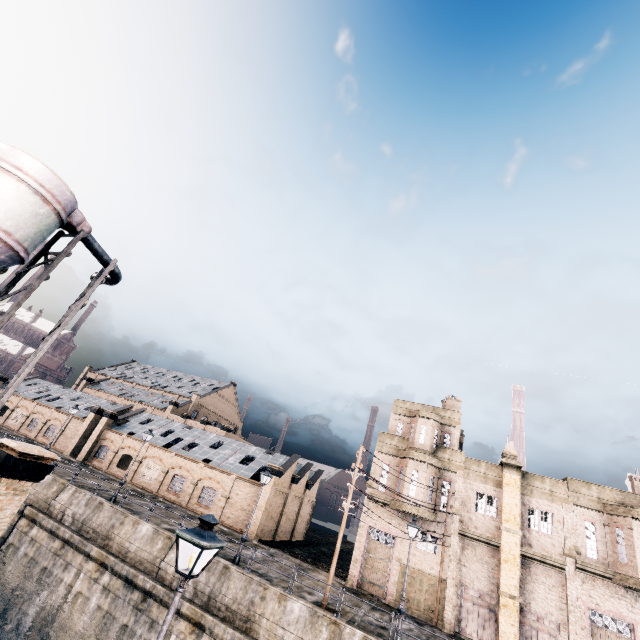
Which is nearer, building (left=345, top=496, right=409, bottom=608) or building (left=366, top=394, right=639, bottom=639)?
building (left=366, top=394, right=639, bottom=639)

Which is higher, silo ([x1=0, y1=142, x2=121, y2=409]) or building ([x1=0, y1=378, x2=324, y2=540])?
silo ([x1=0, y1=142, x2=121, y2=409])

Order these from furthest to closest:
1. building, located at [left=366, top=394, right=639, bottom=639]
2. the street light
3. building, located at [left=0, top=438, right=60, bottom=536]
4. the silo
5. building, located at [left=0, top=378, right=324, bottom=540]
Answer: building, located at [left=0, top=378, right=324, bottom=540] → building, located at [left=366, top=394, right=639, bottom=639] → building, located at [left=0, top=438, right=60, bottom=536] → the silo → the street light

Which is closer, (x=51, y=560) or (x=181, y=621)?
(x=181, y=621)

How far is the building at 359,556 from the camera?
25.34m

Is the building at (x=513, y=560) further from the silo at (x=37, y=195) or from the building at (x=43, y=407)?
the silo at (x=37, y=195)

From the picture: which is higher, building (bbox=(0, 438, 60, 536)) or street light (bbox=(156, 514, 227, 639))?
street light (bbox=(156, 514, 227, 639))

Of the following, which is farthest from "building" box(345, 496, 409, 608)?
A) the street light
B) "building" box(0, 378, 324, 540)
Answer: the street light
